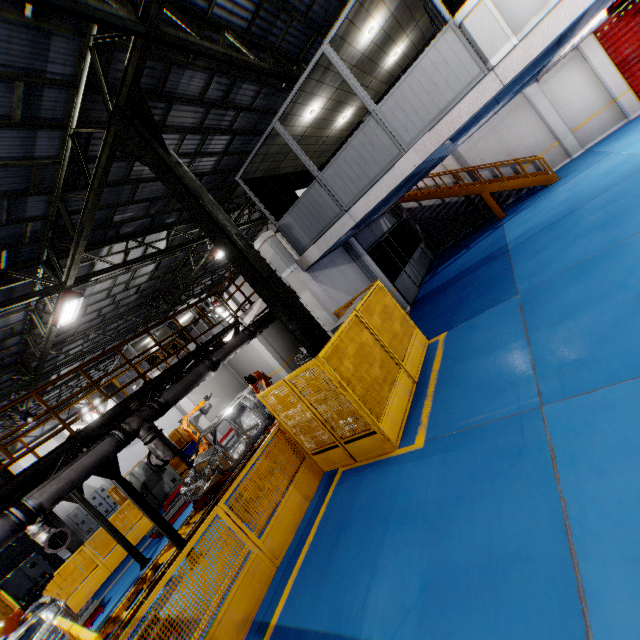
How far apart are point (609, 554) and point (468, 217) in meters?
18.1

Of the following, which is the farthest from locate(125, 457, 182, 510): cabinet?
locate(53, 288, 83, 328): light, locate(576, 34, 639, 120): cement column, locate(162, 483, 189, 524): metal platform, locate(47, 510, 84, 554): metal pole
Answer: locate(576, 34, 639, 120): cement column

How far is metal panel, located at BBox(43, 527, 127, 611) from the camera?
11.01m

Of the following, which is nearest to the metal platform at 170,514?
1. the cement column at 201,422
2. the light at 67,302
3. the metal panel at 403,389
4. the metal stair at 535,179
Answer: the cement column at 201,422

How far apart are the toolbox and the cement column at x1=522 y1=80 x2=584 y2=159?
23.3m

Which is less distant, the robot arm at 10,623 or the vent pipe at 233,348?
the robot arm at 10,623

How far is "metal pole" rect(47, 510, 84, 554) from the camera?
12.28m

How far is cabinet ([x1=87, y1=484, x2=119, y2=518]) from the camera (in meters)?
24.50
